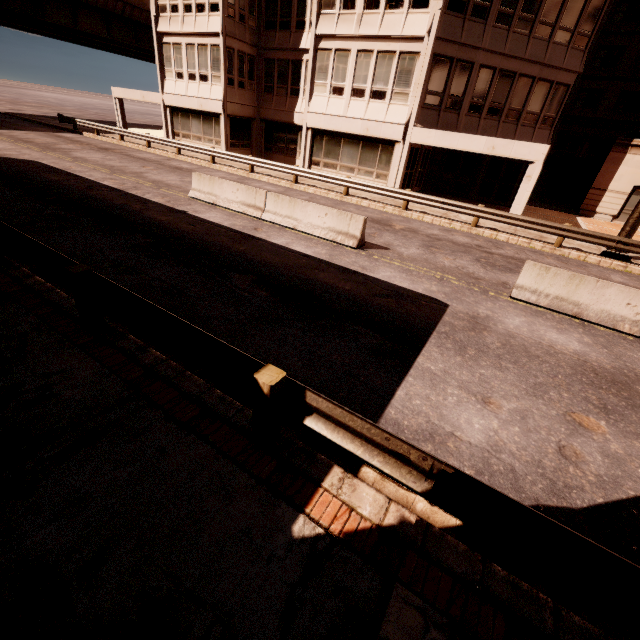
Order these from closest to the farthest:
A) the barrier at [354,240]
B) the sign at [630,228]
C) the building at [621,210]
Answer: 1. the barrier at [354,240]
2. the sign at [630,228]
3. the building at [621,210]

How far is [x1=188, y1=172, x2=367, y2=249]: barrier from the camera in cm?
1054

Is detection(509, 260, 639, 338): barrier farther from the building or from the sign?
the building

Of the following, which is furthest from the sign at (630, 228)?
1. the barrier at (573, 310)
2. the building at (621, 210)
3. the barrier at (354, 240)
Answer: the barrier at (354, 240)

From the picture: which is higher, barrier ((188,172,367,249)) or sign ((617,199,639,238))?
sign ((617,199,639,238))

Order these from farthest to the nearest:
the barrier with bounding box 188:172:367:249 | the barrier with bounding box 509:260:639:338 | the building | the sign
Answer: the building, the sign, the barrier with bounding box 188:172:367:249, the barrier with bounding box 509:260:639:338

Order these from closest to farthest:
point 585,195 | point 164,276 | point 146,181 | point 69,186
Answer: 1. point 164,276
2. point 69,186
3. point 146,181
4. point 585,195

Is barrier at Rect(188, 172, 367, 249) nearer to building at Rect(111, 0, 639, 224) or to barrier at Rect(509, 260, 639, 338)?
barrier at Rect(509, 260, 639, 338)
